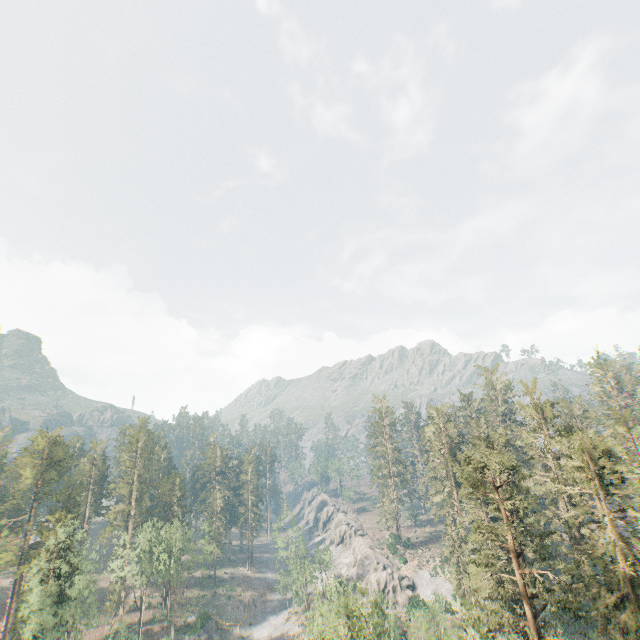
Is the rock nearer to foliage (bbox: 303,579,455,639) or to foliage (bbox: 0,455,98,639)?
foliage (bbox: 0,455,98,639)

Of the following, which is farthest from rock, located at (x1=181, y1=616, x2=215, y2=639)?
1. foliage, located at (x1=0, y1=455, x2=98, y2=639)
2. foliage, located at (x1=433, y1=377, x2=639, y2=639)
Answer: foliage, located at (x1=433, y1=377, x2=639, y2=639)

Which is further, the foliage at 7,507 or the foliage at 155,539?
the foliage at 155,539

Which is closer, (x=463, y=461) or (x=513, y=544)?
(x=513, y=544)

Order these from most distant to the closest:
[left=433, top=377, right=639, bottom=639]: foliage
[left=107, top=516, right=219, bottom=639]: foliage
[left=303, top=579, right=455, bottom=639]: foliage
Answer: [left=107, top=516, right=219, bottom=639]: foliage → [left=303, top=579, right=455, bottom=639]: foliage → [left=433, top=377, right=639, bottom=639]: foliage

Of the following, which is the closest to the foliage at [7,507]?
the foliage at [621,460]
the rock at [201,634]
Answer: the foliage at [621,460]
